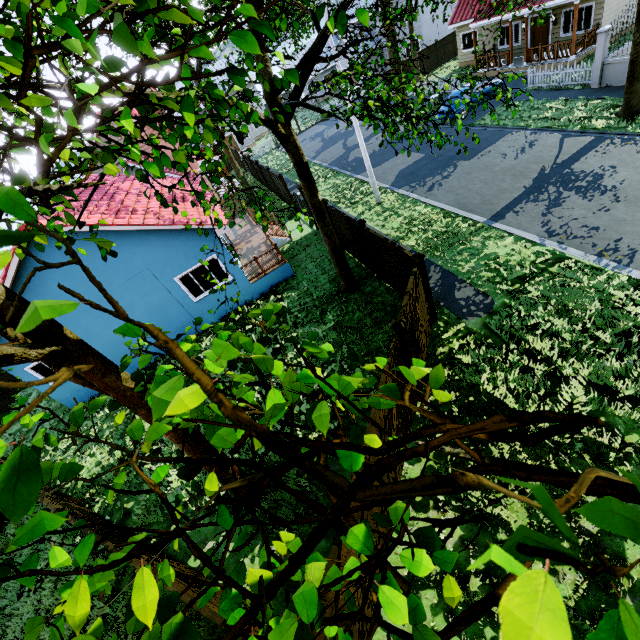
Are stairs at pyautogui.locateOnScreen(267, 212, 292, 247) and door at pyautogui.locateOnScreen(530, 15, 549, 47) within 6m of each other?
no

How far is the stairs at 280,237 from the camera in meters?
17.6

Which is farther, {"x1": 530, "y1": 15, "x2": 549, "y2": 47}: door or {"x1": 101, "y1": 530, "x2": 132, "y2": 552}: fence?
{"x1": 530, "y1": 15, "x2": 549, "y2": 47}: door

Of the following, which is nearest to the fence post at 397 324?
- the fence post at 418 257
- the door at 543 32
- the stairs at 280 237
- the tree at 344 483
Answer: the fence post at 418 257

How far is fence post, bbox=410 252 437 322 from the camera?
8.44m

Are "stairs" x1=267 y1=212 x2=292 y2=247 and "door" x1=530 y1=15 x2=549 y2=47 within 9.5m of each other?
no

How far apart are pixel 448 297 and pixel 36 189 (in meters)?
10.66

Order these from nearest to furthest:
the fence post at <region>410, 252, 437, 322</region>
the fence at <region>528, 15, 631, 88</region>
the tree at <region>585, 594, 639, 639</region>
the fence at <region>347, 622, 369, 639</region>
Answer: the tree at <region>585, 594, 639, 639</region>, the fence at <region>347, 622, 369, 639</region>, the fence post at <region>410, 252, 437, 322</region>, the fence at <region>528, 15, 631, 88</region>
